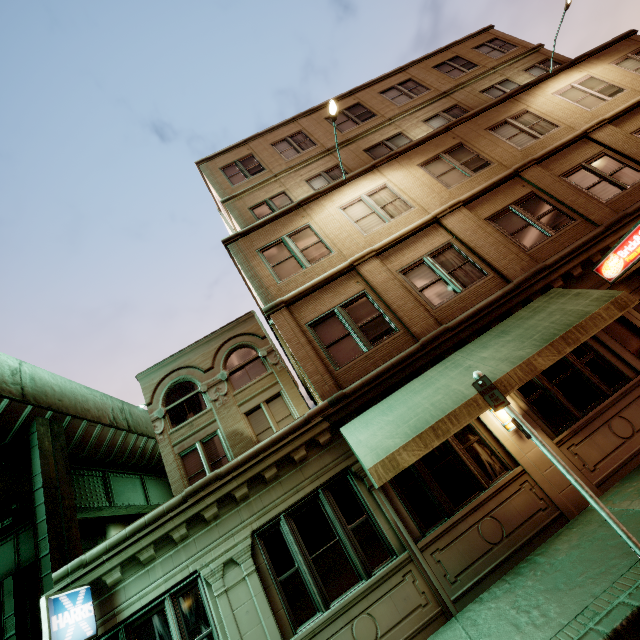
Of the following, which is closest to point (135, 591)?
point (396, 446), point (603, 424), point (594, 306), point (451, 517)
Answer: point (396, 446)

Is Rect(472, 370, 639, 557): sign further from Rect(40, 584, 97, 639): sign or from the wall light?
Rect(40, 584, 97, 639): sign

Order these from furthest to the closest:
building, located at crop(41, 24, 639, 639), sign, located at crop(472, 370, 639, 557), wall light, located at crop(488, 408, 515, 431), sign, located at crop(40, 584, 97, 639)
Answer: wall light, located at crop(488, 408, 515, 431) → building, located at crop(41, 24, 639, 639) → sign, located at crop(40, 584, 97, 639) → sign, located at crop(472, 370, 639, 557)

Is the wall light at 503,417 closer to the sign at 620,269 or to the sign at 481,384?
the sign at 481,384

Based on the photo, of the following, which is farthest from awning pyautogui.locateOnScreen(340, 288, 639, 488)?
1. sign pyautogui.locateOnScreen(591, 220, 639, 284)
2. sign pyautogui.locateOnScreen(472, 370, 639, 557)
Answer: sign pyautogui.locateOnScreen(591, 220, 639, 284)

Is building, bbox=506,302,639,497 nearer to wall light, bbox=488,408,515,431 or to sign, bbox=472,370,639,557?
wall light, bbox=488,408,515,431

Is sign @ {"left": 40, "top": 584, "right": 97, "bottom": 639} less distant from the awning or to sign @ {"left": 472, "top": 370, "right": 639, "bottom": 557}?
the awning

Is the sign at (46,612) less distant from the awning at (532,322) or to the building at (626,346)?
the building at (626,346)
